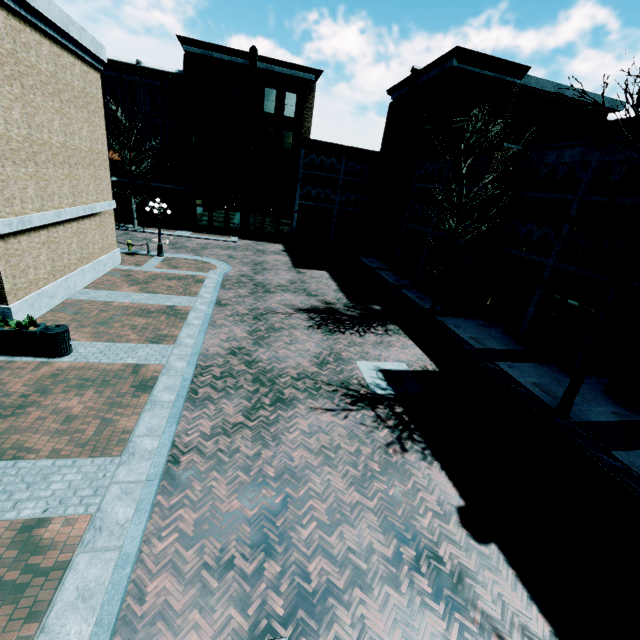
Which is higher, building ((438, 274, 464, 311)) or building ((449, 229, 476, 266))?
building ((449, 229, 476, 266))

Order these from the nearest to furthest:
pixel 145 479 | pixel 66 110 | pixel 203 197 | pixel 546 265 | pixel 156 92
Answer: pixel 145 479
pixel 66 110
pixel 546 265
pixel 156 92
pixel 203 197

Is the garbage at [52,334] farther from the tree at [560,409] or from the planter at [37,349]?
the tree at [560,409]

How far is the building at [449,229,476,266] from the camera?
17.8m

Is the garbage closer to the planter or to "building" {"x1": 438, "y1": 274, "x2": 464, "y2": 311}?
the planter

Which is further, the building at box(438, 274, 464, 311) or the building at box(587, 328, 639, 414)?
the building at box(438, 274, 464, 311)

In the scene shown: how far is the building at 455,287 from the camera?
18.8 meters
